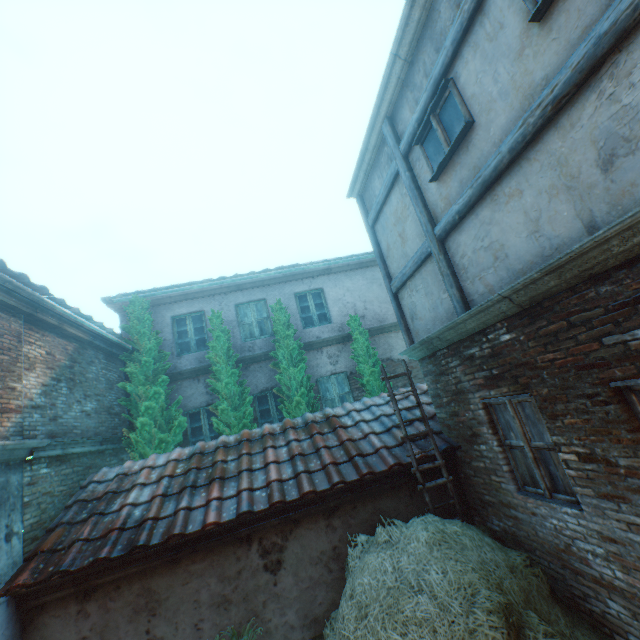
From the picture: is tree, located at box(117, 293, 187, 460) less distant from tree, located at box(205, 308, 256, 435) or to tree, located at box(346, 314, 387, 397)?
tree, located at box(205, 308, 256, 435)

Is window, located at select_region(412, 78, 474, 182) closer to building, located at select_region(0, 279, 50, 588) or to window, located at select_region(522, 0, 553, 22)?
building, located at select_region(0, 279, 50, 588)

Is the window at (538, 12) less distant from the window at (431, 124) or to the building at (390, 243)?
the building at (390, 243)

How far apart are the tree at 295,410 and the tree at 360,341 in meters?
1.3

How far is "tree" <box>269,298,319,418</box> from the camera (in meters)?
8.83

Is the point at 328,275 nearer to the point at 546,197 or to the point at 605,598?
the point at 546,197

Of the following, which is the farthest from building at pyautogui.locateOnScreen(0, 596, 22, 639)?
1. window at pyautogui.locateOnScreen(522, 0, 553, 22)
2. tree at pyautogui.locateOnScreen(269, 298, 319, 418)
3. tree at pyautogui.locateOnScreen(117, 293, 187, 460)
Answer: tree at pyautogui.locateOnScreen(269, 298, 319, 418)

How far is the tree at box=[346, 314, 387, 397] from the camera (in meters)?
9.33
